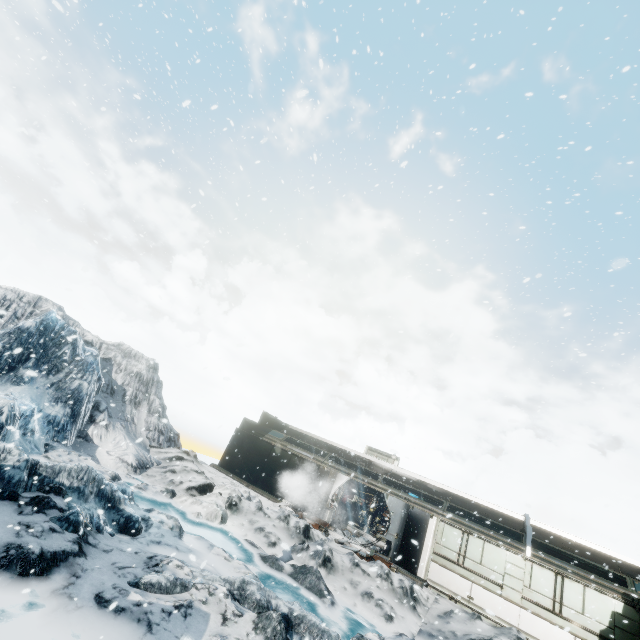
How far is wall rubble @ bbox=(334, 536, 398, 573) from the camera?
14.4 meters

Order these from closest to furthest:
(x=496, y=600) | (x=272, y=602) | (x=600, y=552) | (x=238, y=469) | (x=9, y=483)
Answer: (x=9, y=483) → (x=272, y=602) → (x=496, y=600) → (x=600, y=552) → (x=238, y=469)

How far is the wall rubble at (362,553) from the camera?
14.4m
